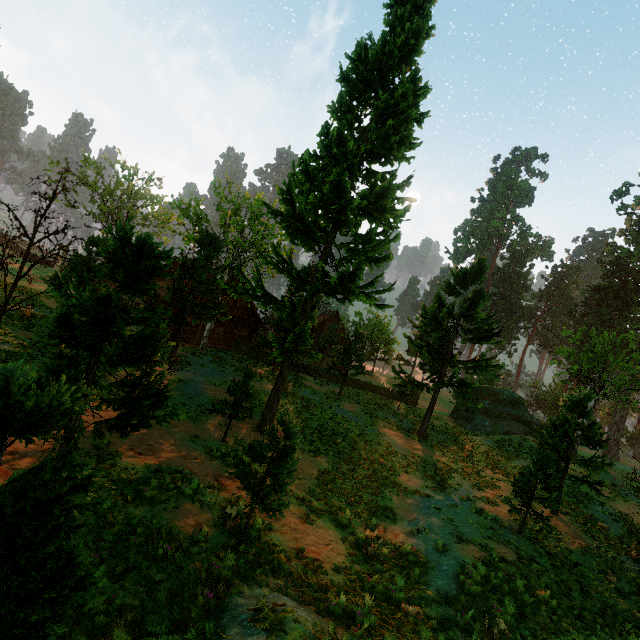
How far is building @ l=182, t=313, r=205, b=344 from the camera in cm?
2827

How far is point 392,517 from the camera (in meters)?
13.16

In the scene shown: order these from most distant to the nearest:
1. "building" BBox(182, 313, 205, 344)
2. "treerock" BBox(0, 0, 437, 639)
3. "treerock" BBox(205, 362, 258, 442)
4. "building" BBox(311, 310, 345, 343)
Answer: "building" BBox(311, 310, 345, 343) < "building" BBox(182, 313, 205, 344) < "treerock" BBox(205, 362, 258, 442) < "treerock" BBox(0, 0, 437, 639)

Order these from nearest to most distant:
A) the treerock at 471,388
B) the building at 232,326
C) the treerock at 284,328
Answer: the treerock at 284,328 < the treerock at 471,388 < the building at 232,326

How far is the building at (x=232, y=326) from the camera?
30.5 meters

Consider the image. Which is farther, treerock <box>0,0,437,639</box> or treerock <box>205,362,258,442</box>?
treerock <box>205,362,258,442</box>

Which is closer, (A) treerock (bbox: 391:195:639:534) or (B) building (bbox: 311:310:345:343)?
(A) treerock (bbox: 391:195:639:534)
